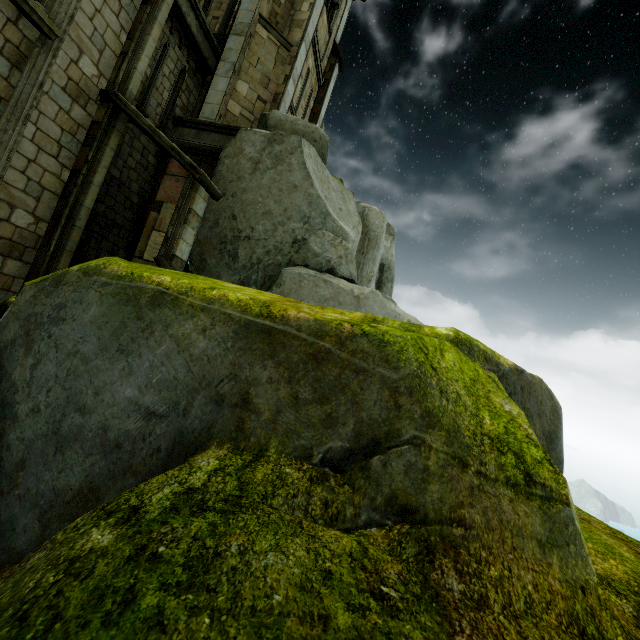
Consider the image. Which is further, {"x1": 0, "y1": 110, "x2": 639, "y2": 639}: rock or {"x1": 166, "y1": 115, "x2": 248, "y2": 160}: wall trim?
{"x1": 166, "y1": 115, "x2": 248, "y2": 160}: wall trim

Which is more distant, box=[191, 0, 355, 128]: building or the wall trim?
box=[191, 0, 355, 128]: building

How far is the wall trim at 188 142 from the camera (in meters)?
10.45

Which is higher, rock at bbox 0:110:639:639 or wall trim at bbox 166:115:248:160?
wall trim at bbox 166:115:248:160

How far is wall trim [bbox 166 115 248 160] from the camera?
10.4m

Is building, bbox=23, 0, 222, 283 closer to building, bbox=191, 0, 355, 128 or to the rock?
the rock

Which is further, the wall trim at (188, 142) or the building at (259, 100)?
the building at (259, 100)

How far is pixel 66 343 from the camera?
2.2 meters
